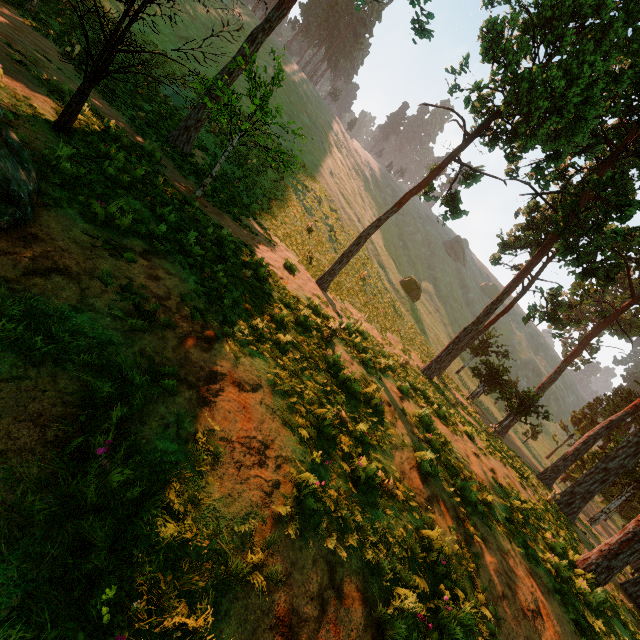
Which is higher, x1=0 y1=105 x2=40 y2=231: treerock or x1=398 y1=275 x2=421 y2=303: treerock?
x1=398 y1=275 x2=421 y2=303: treerock

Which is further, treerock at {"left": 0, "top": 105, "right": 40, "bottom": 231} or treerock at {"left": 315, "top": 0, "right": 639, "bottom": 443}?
treerock at {"left": 315, "top": 0, "right": 639, "bottom": 443}

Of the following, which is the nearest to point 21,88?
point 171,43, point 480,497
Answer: point 480,497

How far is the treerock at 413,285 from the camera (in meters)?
46.57

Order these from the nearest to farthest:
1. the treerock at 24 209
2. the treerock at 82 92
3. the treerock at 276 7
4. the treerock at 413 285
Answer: the treerock at 24 209
the treerock at 82 92
the treerock at 276 7
the treerock at 413 285
